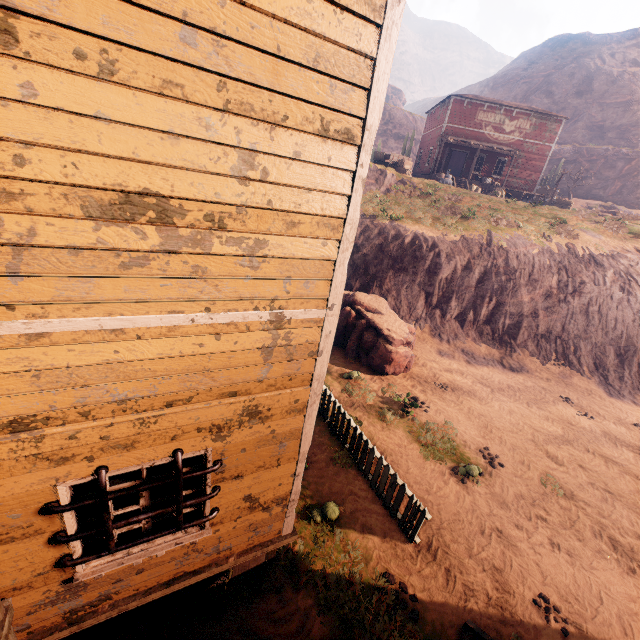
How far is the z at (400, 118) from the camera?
54.38m

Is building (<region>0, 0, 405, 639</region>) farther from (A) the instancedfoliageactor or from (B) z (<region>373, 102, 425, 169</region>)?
(A) the instancedfoliageactor

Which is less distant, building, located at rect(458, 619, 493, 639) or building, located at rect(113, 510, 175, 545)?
building, located at rect(113, 510, 175, 545)

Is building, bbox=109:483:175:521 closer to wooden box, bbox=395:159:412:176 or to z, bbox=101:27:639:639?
z, bbox=101:27:639:639

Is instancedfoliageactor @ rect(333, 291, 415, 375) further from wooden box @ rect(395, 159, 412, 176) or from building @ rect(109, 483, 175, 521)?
wooden box @ rect(395, 159, 412, 176)

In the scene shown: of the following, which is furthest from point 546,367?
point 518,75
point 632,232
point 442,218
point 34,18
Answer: point 518,75

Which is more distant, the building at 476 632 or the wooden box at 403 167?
the wooden box at 403 167

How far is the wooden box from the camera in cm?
2562
